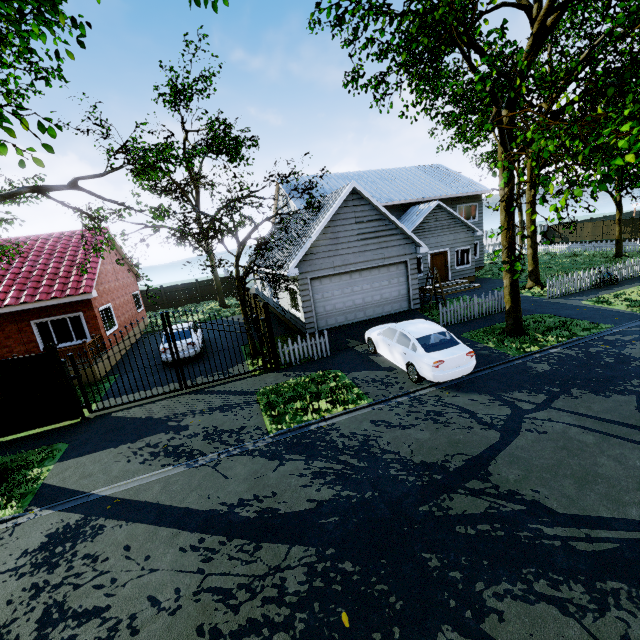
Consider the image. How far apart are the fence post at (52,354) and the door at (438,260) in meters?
20.0 m

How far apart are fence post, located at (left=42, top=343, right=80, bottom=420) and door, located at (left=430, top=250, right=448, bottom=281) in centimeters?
1998cm

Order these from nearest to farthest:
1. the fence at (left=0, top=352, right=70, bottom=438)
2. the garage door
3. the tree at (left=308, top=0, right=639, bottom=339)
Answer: the tree at (left=308, top=0, right=639, bottom=339) < the fence at (left=0, top=352, right=70, bottom=438) < the garage door

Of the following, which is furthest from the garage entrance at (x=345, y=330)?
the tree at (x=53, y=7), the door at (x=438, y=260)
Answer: the door at (x=438, y=260)

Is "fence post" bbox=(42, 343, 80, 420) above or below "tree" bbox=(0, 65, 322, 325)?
below

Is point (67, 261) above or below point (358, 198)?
below

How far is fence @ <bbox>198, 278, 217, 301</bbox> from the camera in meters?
32.5

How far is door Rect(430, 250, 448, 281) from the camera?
21.8m
